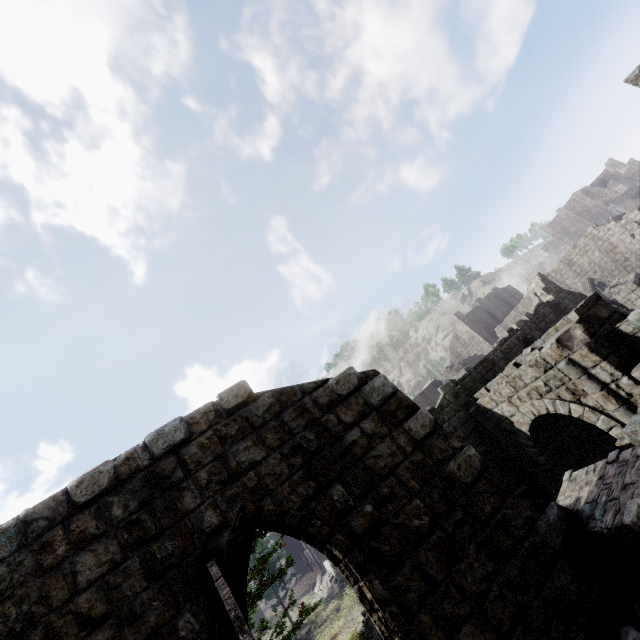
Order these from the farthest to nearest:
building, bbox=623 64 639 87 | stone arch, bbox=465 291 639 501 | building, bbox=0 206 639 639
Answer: stone arch, bbox=465 291 639 501, building, bbox=623 64 639 87, building, bbox=0 206 639 639

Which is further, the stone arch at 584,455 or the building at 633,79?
the stone arch at 584,455

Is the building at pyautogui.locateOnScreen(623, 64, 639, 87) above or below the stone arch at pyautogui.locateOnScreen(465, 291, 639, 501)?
above

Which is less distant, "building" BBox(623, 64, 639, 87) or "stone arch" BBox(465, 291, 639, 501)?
"building" BBox(623, 64, 639, 87)

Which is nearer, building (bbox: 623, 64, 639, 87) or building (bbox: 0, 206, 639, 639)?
building (bbox: 0, 206, 639, 639)

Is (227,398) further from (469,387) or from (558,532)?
(469,387)
